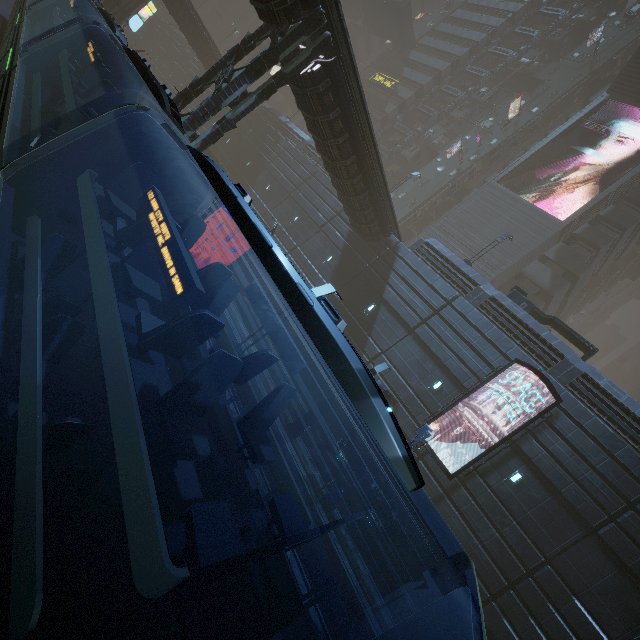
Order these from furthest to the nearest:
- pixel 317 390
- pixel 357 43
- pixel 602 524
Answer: pixel 357 43 < pixel 317 390 < pixel 602 524

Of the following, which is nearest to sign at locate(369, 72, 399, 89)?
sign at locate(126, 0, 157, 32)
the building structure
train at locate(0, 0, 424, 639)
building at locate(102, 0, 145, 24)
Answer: building at locate(102, 0, 145, 24)

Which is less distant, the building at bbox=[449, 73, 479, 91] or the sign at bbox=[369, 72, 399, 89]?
the building at bbox=[449, 73, 479, 91]

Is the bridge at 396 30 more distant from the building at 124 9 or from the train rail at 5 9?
the train rail at 5 9

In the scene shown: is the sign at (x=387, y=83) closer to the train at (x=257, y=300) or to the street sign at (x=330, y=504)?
the train at (x=257, y=300)

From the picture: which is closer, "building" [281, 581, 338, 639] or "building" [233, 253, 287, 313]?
"building" [281, 581, 338, 639]

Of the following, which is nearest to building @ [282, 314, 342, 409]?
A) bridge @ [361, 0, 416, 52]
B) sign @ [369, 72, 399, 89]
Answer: sign @ [369, 72, 399, 89]

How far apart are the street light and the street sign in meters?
2.8 m
